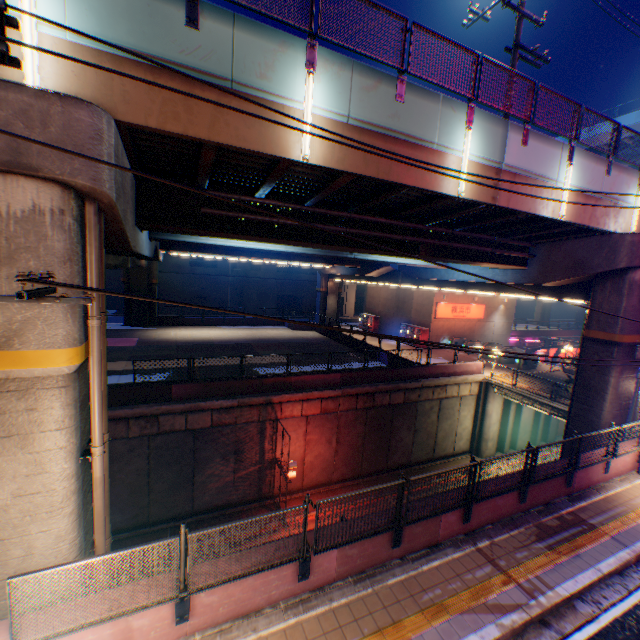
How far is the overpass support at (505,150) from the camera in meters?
9.6 m

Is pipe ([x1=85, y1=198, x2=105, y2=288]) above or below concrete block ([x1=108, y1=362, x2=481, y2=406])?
above

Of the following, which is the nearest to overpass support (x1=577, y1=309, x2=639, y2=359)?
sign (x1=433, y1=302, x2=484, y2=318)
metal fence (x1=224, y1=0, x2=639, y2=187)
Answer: metal fence (x1=224, y1=0, x2=639, y2=187)

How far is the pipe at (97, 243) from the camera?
5.9m

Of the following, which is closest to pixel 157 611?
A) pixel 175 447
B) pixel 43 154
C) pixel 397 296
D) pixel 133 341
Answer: pixel 43 154

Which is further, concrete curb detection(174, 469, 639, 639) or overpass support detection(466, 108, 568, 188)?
overpass support detection(466, 108, 568, 188)

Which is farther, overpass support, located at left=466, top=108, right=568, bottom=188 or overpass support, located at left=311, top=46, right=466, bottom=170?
overpass support, located at left=466, top=108, right=568, bottom=188

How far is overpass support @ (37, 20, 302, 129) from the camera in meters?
5.5 m
